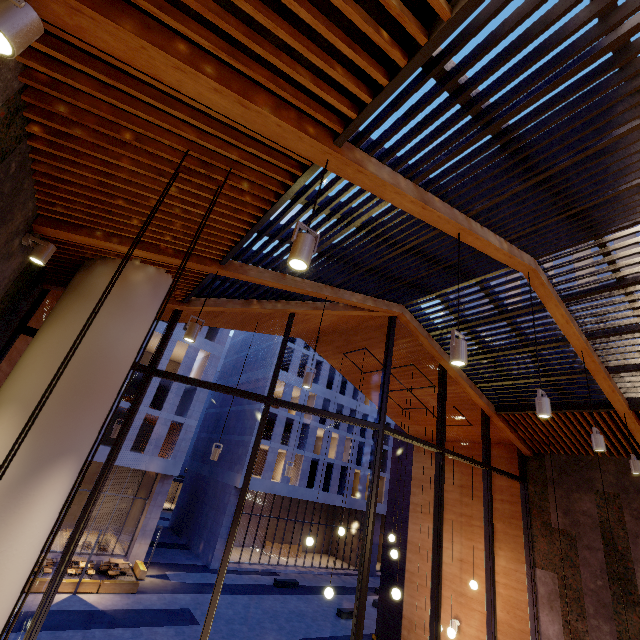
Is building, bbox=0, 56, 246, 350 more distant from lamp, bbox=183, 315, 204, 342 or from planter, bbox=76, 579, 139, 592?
planter, bbox=76, 579, 139, 592

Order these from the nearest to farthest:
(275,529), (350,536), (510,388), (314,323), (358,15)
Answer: (358,15), (510,388), (314,323), (275,529), (350,536)

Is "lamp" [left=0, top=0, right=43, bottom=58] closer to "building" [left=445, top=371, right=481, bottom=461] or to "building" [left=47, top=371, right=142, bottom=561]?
"building" [left=445, top=371, right=481, bottom=461]

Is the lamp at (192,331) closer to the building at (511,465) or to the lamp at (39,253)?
the building at (511,465)

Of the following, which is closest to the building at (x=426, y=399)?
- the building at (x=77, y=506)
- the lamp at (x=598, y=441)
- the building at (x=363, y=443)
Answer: the lamp at (x=598, y=441)

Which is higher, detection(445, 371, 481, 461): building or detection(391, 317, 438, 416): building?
detection(391, 317, 438, 416): building

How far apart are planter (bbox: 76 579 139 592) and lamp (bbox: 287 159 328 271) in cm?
2468

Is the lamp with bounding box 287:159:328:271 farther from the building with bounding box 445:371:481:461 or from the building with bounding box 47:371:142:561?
the building with bounding box 47:371:142:561
